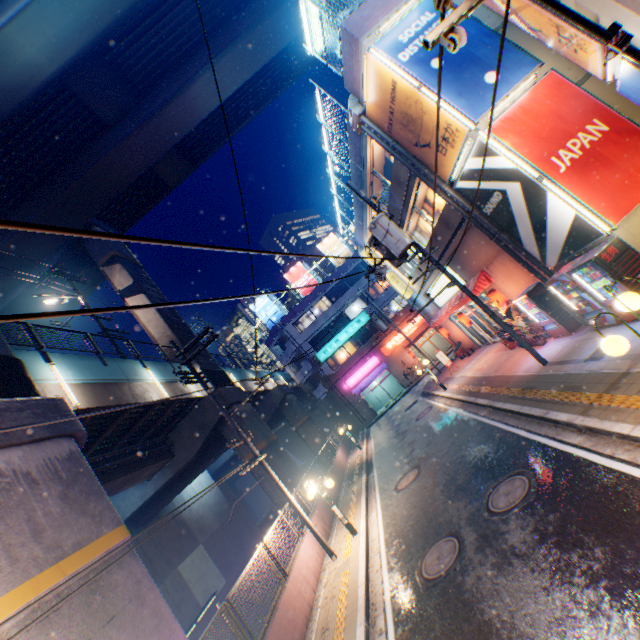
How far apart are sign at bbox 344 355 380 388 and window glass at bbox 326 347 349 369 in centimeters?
162cm

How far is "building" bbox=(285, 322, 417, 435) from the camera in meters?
36.0 m

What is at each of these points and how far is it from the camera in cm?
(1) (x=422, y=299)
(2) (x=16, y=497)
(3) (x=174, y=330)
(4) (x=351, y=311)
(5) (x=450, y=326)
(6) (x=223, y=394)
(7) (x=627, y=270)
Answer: (1) building, 2448
(2) overpass support, 667
(3) overpass support, 2108
(4) window glass, 3862
(5) building, 2384
(6) overpass support, 1939
(7) vending machine, 812

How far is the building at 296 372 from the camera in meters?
36.0

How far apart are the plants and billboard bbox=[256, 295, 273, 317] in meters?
28.3 m

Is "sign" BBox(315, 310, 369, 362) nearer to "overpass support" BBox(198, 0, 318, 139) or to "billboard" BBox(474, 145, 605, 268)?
"overpass support" BBox(198, 0, 318, 139)

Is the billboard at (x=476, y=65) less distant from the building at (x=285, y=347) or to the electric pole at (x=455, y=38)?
the electric pole at (x=455, y=38)

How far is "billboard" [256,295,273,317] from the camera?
41.0 meters
